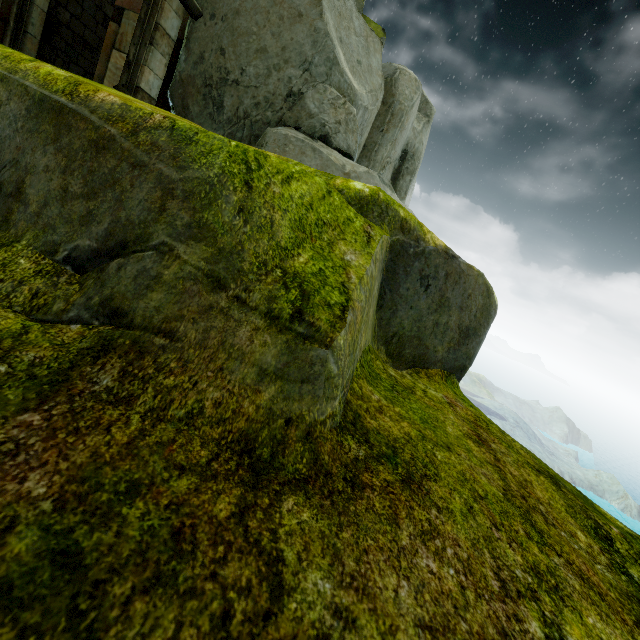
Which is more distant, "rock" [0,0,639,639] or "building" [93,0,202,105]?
"building" [93,0,202,105]

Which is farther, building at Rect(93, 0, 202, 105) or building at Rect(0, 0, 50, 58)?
building at Rect(0, 0, 50, 58)

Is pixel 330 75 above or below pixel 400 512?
above

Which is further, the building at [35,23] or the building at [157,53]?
the building at [35,23]

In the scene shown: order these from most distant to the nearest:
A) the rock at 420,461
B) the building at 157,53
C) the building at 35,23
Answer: the building at 35,23 → the building at 157,53 → the rock at 420,461

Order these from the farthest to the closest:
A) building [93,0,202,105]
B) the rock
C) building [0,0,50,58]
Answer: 1. building [0,0,50,58]
2. building [93,0,202,105]
3. the rock
